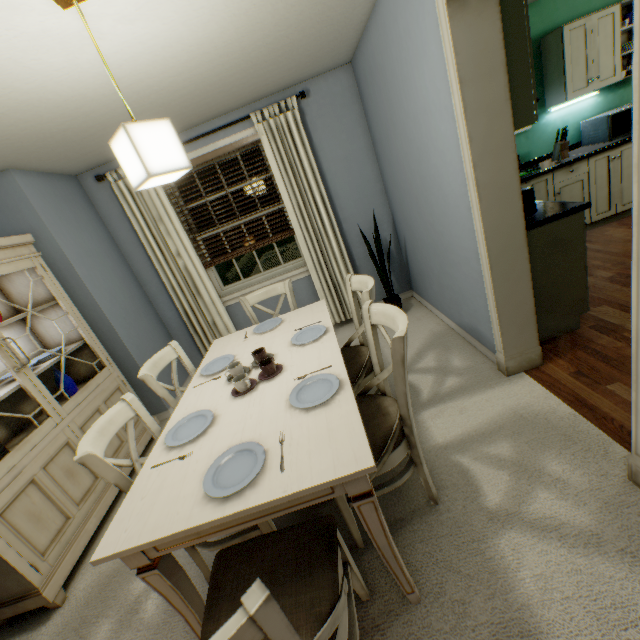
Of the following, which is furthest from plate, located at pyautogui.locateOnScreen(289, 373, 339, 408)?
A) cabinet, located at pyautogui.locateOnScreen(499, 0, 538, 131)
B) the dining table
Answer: cabinet, located at pyautogui.locateOnScreen(499, 0, 538, 131)

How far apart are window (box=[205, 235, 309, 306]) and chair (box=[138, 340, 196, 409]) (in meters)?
1.58

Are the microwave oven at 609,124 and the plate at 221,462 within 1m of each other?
no

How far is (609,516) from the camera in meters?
1.3 m

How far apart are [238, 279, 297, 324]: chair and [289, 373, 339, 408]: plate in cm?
92

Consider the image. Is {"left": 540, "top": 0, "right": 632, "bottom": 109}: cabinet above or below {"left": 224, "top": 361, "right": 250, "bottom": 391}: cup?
above

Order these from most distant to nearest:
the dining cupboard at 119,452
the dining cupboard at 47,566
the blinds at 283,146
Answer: the blinds at 283,146
the dining cupboard at 119,452
the dining cupboard at 47,566

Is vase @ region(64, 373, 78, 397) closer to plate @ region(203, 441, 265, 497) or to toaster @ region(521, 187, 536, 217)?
plate @ region(203, 441, 265, 497)
